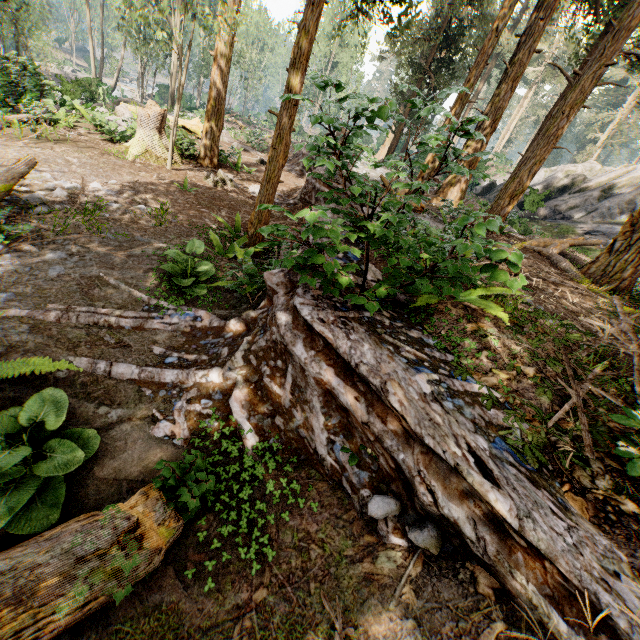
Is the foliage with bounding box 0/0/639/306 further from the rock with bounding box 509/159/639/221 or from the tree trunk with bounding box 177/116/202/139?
the tree trunk with bounding box 177/116/202/139

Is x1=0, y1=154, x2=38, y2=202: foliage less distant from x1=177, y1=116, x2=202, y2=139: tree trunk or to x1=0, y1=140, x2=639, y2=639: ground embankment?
x1=0, y1=140, x2=639, y2=639: ground embankment

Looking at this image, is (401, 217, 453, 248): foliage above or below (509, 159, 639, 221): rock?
below

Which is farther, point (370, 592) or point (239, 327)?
point (239, 327)

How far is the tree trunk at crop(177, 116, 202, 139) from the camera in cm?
1542

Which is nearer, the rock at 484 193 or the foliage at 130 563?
the foliage at 130 563

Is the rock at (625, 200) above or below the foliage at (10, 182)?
above

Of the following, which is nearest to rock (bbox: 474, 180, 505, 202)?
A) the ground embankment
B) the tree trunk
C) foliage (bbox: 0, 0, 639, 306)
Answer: foliage (bbox: 0, 0, 639, 306)
